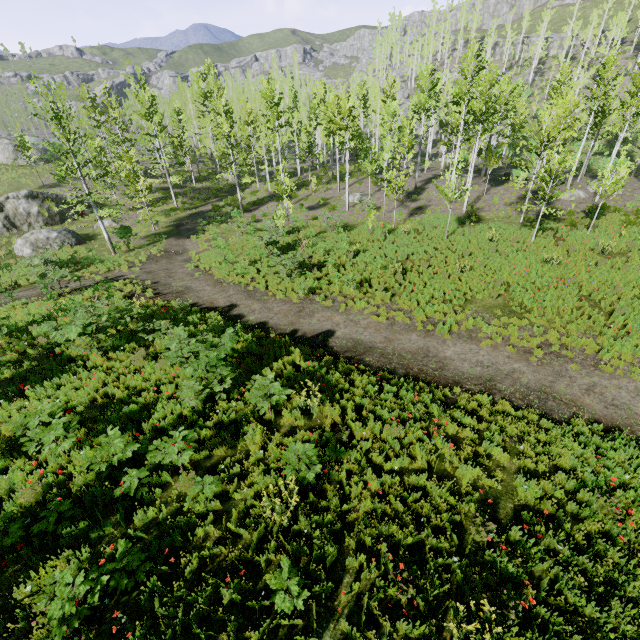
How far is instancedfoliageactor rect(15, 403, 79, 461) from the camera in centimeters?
653cm

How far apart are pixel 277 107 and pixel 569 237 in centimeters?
2418cm

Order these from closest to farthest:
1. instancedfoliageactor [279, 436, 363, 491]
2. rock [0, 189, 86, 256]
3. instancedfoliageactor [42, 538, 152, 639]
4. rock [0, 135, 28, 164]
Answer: instancedfoliageactor [42, 538, 152, 639]
instancedfoliageactor [279, 436, 363, 491]
rock [0, 189, 86, 256]
rock [0, 135, 28, 164]

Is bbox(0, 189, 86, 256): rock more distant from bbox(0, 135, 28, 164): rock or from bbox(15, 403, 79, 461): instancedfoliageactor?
bbox(0, 135, 28, 164): rock

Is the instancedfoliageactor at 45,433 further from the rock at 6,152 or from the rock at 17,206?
the rock at 17,206

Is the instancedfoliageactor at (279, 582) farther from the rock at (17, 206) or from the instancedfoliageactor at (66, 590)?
the instancedfoliageactor at (66, 590)
